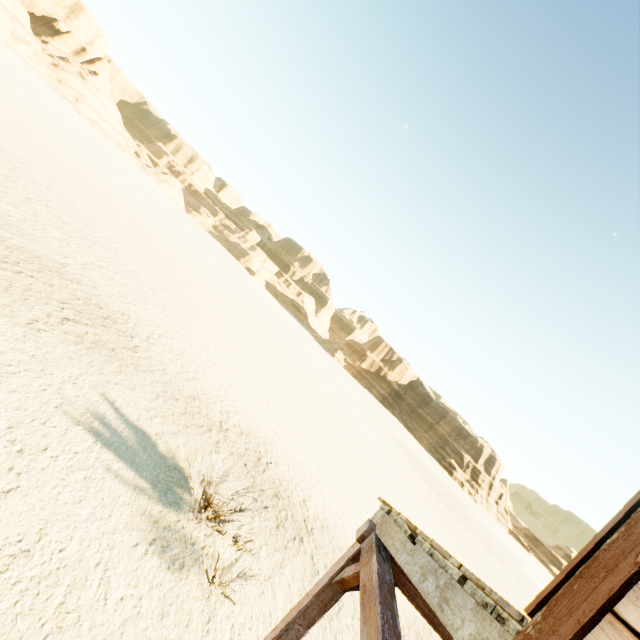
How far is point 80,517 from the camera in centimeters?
441cm
